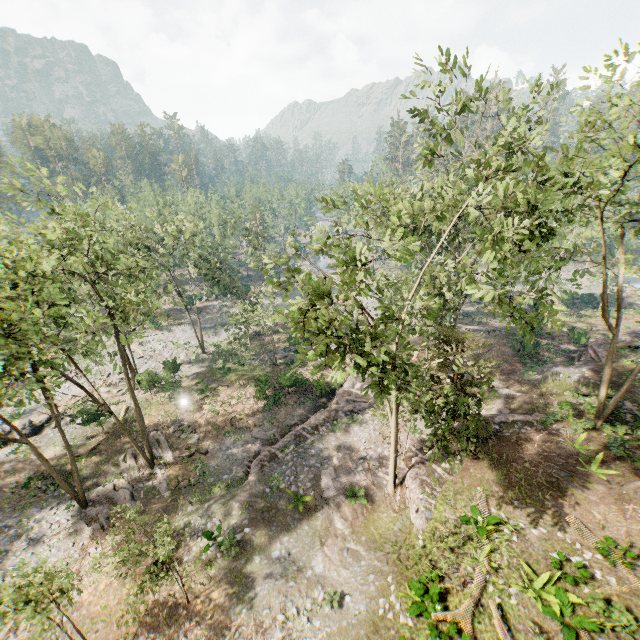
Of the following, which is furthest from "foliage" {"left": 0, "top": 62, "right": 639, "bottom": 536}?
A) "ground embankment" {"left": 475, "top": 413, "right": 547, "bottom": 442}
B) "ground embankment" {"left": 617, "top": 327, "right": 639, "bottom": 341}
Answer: "ground embankment" {"left": 617, "top": 327, "right": 639, "bottom": 341}

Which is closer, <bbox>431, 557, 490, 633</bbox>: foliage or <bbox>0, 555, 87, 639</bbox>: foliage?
<bbox>0, 555, 87, 639</bbox>: foliage

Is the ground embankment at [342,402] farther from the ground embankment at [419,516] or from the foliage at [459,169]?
the ground embankment at [419,516]

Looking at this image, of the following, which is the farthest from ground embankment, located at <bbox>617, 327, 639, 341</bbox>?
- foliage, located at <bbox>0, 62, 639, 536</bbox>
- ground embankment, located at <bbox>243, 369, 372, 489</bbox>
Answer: ground embankment, located at <bbox>243, 369, 372, 489</bbox>

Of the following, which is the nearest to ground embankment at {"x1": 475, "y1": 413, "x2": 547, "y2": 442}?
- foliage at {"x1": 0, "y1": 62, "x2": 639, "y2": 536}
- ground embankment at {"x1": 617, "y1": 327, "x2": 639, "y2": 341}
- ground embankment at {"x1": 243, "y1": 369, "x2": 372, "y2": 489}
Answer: foliage at {"x1": 0, "y1": 62, "x2": 639, "y2": 536}

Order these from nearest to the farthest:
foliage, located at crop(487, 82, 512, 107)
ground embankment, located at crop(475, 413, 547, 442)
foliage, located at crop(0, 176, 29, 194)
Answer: foliage, located at crop(487, 82, 512, 107) → foliage, located at crop(0, 176, 29, 194) → ground embankment, located at crop(475, 413, 547, 442)

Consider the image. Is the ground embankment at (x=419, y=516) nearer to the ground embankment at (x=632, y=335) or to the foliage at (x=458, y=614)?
the foliage at (x=458, y=614)

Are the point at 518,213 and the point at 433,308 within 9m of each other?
yes
